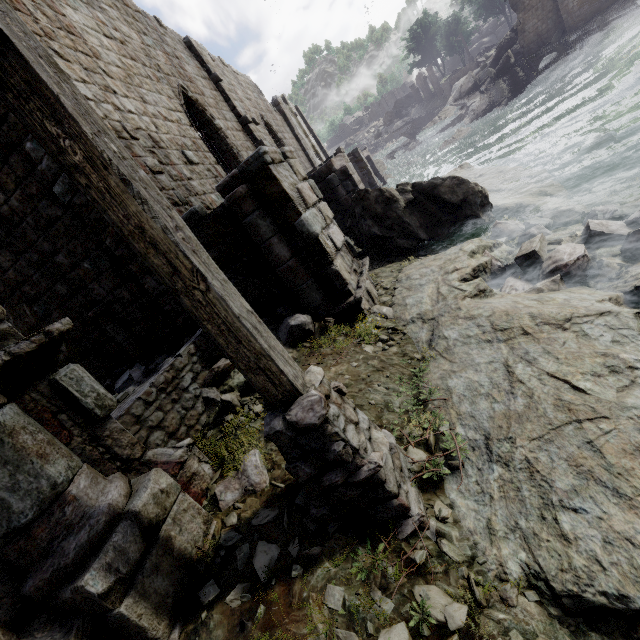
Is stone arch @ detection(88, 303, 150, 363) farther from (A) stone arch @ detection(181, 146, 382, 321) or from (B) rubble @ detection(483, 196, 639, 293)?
(B) rubble @ detection(483, 196, 639, 293)

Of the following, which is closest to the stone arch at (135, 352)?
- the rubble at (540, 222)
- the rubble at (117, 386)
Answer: the rubble at (117, 386)

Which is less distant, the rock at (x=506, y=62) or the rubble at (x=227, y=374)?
the rubble at (x=227, y=374)

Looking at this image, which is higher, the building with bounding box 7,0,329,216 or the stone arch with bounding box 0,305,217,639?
the building with bounding box 7,0,329,216

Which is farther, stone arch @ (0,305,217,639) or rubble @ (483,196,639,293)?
rubble @ (483,196,639,293)

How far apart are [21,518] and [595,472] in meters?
4.1 m

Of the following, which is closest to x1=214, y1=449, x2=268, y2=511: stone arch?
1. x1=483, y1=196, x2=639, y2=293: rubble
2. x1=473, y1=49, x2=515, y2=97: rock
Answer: x1=483, y1=196, x2=639, y2=293: rubble

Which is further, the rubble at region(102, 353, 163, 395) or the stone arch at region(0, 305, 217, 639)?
the rubble at region(102, 353, 163, 395)
